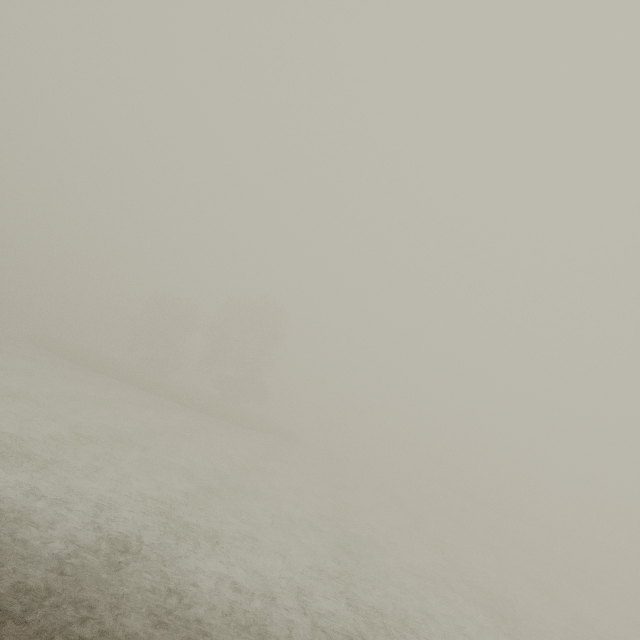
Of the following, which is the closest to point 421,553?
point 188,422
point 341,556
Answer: point 341,556
